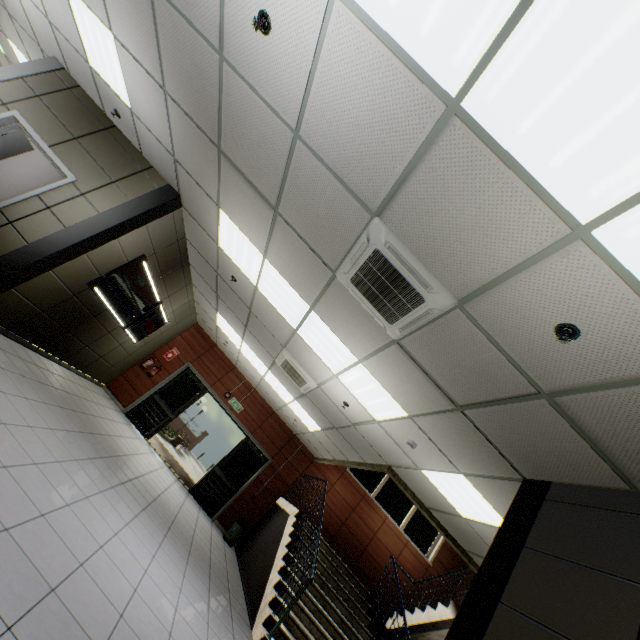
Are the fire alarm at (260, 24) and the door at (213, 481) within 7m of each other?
no

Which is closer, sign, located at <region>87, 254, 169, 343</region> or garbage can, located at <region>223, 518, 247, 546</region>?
sign, located at <region>87, 254, 169, 343</region>

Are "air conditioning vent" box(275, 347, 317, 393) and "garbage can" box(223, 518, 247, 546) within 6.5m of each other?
yes

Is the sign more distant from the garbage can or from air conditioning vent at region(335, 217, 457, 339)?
the garbage can

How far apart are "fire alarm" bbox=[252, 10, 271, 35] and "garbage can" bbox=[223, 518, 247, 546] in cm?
1013

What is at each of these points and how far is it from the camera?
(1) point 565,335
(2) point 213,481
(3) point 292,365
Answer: (1) fire alarm, 2.1 meters
(2) door, 9.6 meters
(3) air conditioning vent, 6.4 meters

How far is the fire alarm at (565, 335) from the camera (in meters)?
2.08

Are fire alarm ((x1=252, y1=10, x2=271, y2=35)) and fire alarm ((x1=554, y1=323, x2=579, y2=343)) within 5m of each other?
yes
